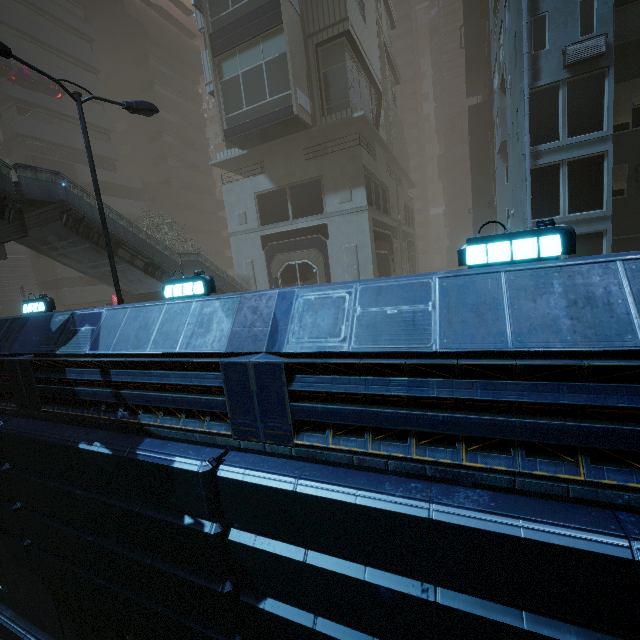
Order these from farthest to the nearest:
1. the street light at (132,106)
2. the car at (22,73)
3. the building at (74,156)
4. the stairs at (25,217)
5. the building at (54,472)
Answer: the building at (74,156) < the car at (22,73) < the stairs at (25,217) < the street light at (132,106) < the building at (54,472)

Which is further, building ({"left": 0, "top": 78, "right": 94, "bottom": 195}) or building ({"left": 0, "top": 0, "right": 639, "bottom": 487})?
building ({"left": 0, "top": 78, "right": 94, "bottom": 195})

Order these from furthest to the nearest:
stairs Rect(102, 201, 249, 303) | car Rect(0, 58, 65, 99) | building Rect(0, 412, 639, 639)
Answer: car Rect(0, 58, 65, 99) < stairs Rect(102, 201, 249, 303) < building Rect(0, 412, 639, 639)

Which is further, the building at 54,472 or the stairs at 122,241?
the stairs at 122,241

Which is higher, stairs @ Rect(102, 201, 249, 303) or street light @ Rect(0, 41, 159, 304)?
street light @ Rect(0, 41, 159, 304)

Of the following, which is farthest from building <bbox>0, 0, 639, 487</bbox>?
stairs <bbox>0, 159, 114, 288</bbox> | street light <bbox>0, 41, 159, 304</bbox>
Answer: stairs <bbox>0, 159, 114, 288</bbox>

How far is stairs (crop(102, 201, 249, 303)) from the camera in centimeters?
1430cm

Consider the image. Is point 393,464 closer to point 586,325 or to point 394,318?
point 394,318
